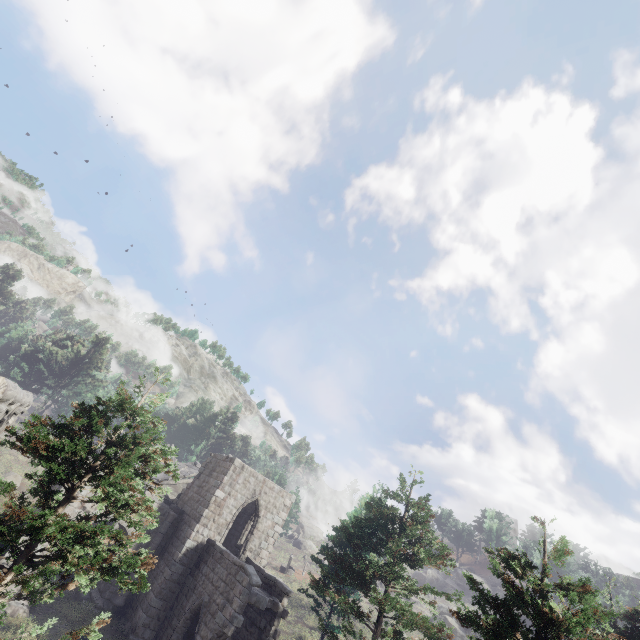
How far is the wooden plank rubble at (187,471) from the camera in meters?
29.6 m

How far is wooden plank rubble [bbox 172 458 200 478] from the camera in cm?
2960

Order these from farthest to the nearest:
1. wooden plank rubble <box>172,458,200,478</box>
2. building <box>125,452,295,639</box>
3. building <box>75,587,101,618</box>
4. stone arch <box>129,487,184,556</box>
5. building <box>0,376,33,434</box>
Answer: wooden plank rubble <box>172,458,200,478</box>, stone arch <box>129,487,184,556</box>, building <box>75,587,101,618</box>, building <box>125,452,295,639</box>, building <box>0,376,33,434</box>

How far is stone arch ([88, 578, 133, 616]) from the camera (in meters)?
17.80

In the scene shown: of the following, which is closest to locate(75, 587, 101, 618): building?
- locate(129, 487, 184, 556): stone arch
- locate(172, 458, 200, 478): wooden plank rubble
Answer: locate(129, 487, 184, 556): stone arch

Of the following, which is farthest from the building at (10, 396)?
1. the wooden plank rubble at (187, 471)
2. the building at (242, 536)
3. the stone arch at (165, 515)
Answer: the wooden plank rubble at (187, 471)

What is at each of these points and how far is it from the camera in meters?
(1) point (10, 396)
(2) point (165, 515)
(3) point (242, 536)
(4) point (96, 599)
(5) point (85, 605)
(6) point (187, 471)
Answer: (1) building, 7.8
(2) stone arch, 20.8
(3) building, 24.7
(4) stone arch, 17.2
(5) building, 17.2
(6) wooden plank rubble, 30.6
